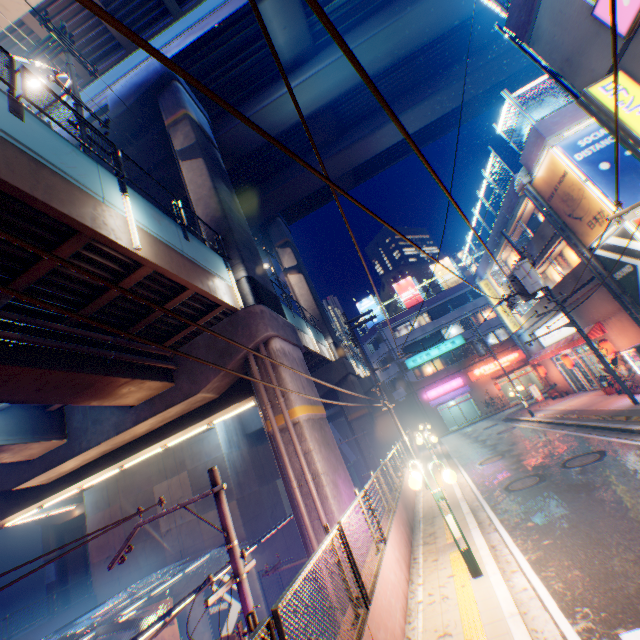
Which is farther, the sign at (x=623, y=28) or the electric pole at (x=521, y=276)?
the electric pole at (x=521, y=276)

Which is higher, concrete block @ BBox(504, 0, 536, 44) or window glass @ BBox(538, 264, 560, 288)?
concrete block @ BBox(504, 0, 536, 44)

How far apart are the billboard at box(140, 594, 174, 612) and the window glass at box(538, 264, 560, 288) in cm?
3098

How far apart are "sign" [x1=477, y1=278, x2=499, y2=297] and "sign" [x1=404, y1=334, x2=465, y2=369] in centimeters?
1227cm

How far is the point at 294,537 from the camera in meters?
25.0 m

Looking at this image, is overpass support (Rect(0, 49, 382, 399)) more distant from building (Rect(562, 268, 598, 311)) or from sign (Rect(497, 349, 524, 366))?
sign (Rect(497, 349, 524, 366))

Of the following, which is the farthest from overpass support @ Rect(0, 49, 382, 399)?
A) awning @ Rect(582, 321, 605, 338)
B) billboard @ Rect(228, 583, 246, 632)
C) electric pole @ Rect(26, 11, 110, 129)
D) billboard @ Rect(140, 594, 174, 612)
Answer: awning @ Rect(582, 321, 605, 338)

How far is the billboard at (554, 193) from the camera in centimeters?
1382cm
